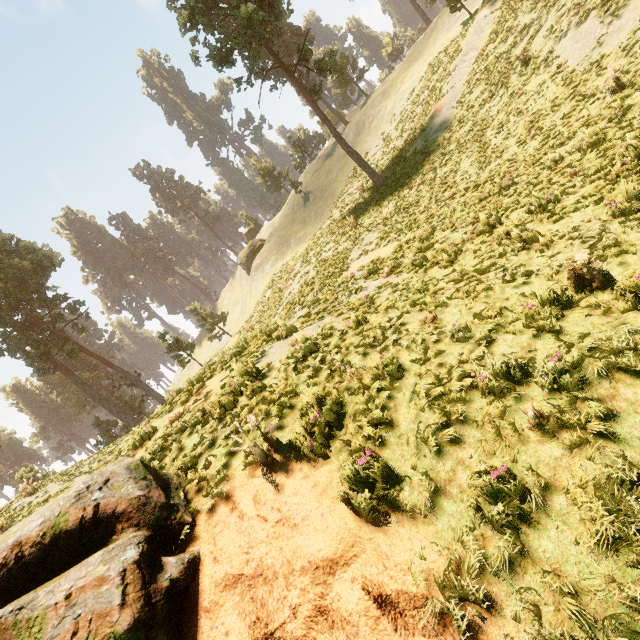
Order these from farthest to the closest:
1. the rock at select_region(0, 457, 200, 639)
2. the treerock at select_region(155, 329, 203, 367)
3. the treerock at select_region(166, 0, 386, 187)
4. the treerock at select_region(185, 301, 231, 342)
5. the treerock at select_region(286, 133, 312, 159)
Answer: the treerock at select_region(286, 133, 312, 159)
the treerock at select_region(185, 301, 231, 342)
the treerock at select_region(155, 329, 203, 367)
the treerock at select_region(166, 0, 386, 187)
the rock at select_region(0, 457, 200, 639)

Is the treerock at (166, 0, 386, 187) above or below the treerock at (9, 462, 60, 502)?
above

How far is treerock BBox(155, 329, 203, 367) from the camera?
34.94m

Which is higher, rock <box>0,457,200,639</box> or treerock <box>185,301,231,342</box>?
treerock <box>185,301,231,342</box>

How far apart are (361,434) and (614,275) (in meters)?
4.76

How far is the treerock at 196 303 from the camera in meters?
46.2

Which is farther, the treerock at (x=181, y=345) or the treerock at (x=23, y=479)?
the treerock at (x=181, y=345)

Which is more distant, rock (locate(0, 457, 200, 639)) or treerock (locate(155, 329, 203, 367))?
treerock (locate(155, 329, 203, 367))
